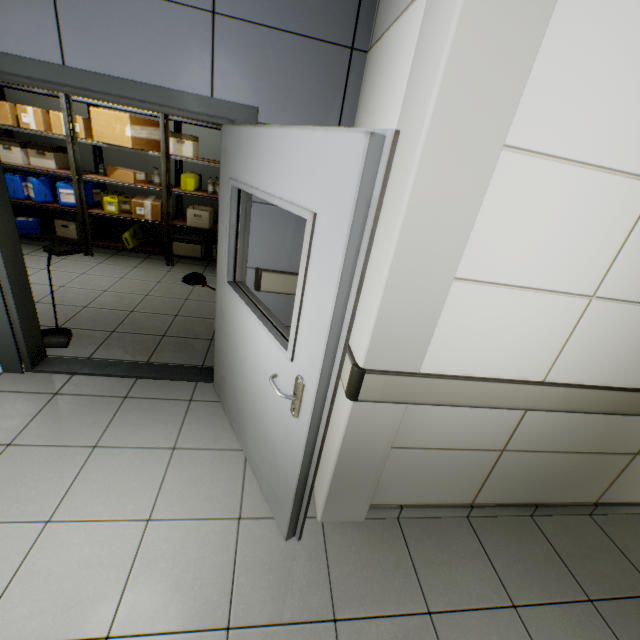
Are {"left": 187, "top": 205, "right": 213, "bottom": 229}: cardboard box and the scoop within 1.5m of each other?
no

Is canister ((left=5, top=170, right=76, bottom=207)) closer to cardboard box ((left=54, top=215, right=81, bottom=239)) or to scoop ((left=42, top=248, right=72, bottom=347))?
cardboard box ((left=54, top=215, right=81, bottom=239))

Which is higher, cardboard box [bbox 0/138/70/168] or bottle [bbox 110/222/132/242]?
cardboard box [bbox 0/138/70/168]

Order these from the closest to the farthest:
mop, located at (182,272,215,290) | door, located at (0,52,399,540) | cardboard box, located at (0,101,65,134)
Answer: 1. door, located at (0,52,399,540)
2. cardboard box, located at (0,101,65,134)
3. mop, located at (182,272,215,290)

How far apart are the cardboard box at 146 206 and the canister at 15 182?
1.2 meters

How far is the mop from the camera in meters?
4.8

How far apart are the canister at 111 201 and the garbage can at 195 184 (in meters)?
0.89

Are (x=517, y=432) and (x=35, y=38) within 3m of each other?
no
